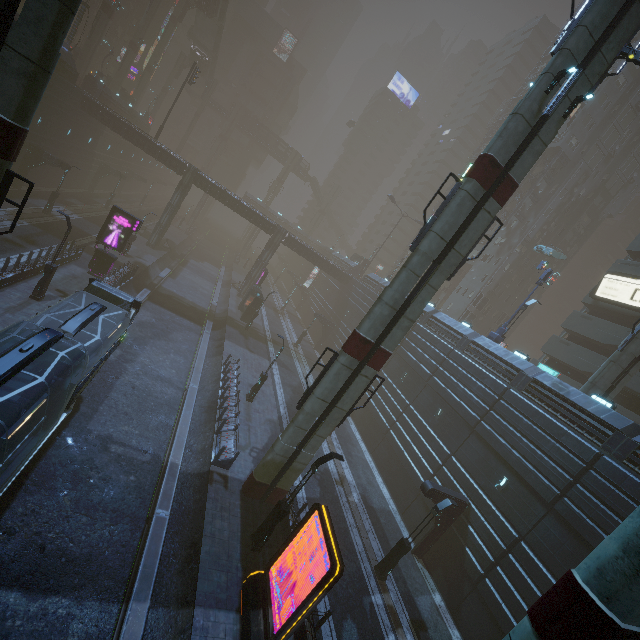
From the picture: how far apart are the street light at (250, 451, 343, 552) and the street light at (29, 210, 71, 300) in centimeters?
1858cm

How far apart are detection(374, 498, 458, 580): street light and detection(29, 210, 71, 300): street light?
24.9m

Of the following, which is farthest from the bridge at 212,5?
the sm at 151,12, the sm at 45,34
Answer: the sm at 45,34

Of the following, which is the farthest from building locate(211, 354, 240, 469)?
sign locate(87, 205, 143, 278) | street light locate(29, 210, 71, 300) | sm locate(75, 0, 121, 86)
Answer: sm locate(75, 0, 121, 86)

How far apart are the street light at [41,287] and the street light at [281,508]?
18.6 meters

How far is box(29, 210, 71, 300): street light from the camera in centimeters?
1889cm

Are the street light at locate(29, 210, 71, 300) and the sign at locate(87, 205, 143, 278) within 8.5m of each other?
yes

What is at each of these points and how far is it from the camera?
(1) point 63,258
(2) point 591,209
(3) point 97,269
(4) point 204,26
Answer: (1) building, 24.8m
(2) building, 46.3m
(3) sign, 26.6m
(4) stairs, 59.6m
